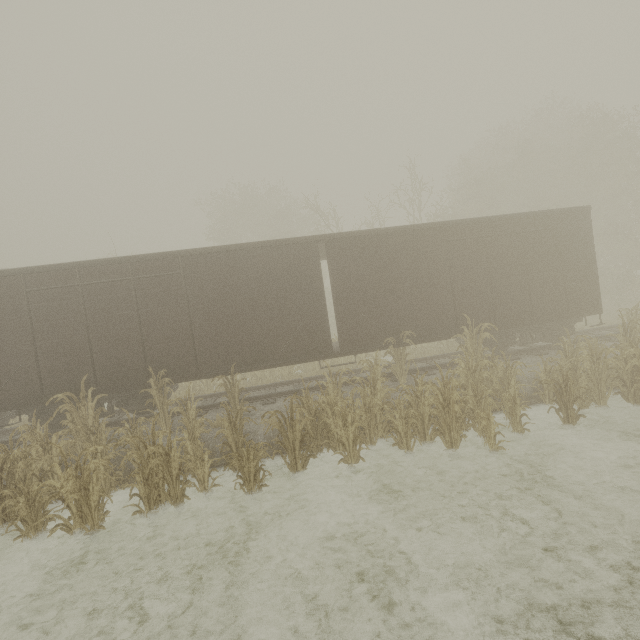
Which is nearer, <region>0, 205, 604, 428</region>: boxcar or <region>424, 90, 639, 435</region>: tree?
<region>424, 90, 639, 435</region>: tree

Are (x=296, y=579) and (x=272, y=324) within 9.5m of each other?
yes

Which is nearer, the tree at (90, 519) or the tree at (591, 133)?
the tree at (90, 519)

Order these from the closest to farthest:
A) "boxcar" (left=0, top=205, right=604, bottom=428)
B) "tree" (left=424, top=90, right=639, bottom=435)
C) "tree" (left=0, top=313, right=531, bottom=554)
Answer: "tree" (left=0, top=313, right=531, bottom=554)
"tree" (left=424, top=90, right=639, bottom=435)
"boxcar" (left=0, top=205, right=604, bottom=428)

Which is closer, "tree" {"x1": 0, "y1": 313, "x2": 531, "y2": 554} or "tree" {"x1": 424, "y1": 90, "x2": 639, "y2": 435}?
"tree" {"x1": 0, "y1": 313, "x2": 531, "y2": 554}

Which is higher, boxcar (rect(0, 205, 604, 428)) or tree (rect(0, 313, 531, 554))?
boxcar (rect(0, 205, 604, 428))

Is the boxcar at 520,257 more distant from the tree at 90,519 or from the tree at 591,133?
the tree at 591,133

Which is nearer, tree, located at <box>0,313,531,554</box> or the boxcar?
tree, located at <box>0,313,531,554</box>
